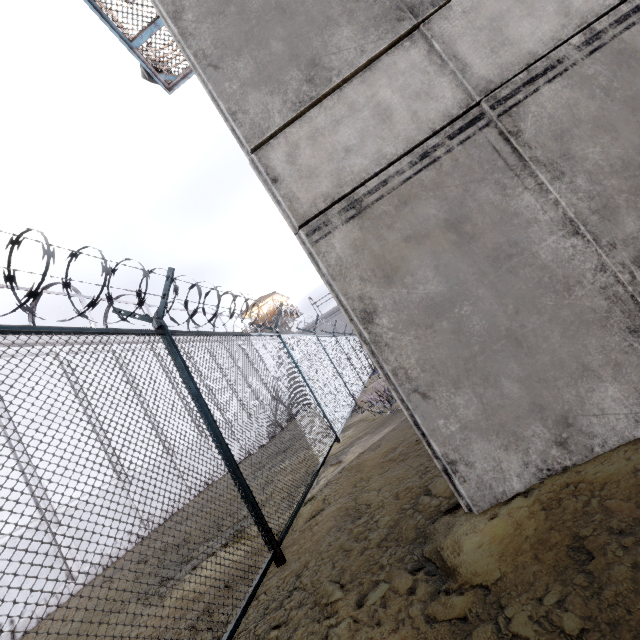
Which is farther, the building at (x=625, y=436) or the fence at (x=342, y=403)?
the building at (x=625, y=436)

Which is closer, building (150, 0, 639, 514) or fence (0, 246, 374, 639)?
fence (0, 246, 374, 639)

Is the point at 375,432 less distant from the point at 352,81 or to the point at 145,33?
the point at 352,81
